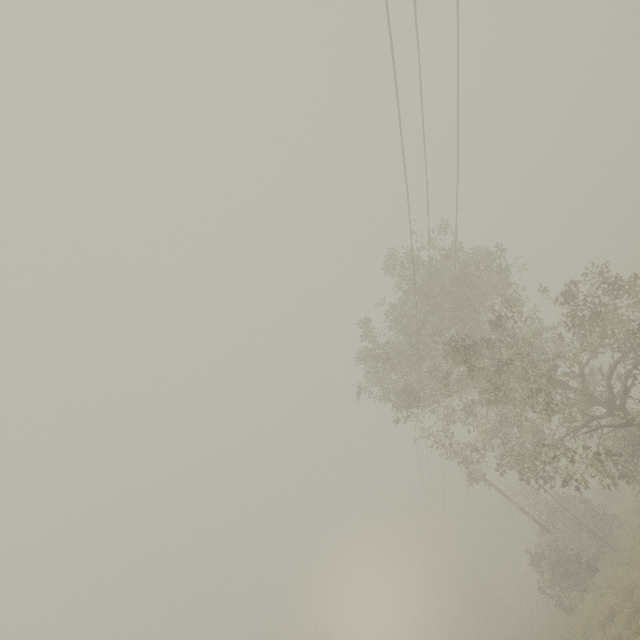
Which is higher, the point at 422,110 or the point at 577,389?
the point at 422,110
